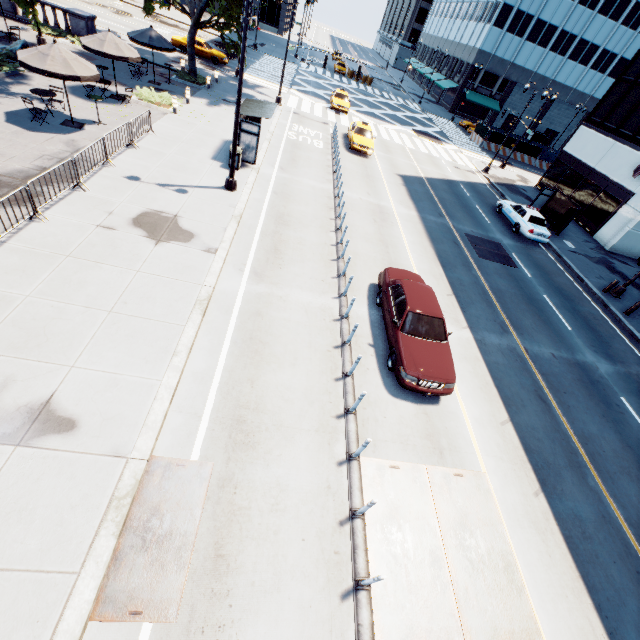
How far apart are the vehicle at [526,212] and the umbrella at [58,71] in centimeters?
2463cm

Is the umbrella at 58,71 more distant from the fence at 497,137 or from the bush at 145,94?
the fence at 497,137

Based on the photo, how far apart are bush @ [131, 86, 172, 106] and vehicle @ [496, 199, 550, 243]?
23.1m

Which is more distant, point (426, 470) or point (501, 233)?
point (501, 233)

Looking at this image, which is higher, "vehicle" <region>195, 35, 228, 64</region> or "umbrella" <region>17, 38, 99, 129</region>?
"umbrella" <region>17, 38, 99, 129</region>

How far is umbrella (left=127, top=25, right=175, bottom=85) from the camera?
Answer: 20.1m

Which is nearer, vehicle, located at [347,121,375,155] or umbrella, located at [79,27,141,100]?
umbrella, located at [79,27,141,100]

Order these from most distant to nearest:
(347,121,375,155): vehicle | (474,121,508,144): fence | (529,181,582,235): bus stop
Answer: (474,121,508,144): fence < (347,121,375,155): vehicle < (529,181,582,235): bus stop
